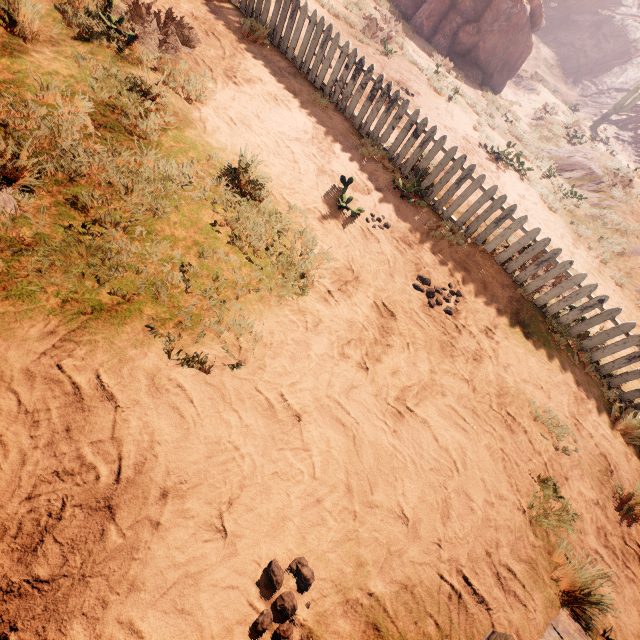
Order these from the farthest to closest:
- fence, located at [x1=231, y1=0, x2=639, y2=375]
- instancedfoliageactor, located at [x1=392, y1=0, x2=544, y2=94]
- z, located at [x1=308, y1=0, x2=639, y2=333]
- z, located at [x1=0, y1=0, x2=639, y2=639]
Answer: instancedfoliageactor, located at [x1=392, y1=0, x2=544, y2=94]
z, located at [x1=308, y1=0, x2=639, y2=333]
fence, located at [x1=231, y1=0, x2=639, y2=375]
z, located at [x1=0, y1=0, x2=639, y2=639]

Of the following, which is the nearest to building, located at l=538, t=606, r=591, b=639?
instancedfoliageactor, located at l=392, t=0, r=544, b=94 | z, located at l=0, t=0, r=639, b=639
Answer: z, located at l=0, t=0, r=639, b=639

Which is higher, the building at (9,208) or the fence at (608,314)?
the fence at (608,314)

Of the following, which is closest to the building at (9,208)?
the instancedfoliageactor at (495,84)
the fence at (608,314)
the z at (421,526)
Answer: the z at (421,526)

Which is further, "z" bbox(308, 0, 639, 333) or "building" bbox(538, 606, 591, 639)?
"z" bbox(308, 0, 639, 333)

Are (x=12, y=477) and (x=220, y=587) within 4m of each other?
yes

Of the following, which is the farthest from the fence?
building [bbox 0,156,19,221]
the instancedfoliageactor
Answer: the instancedfoliageactor
